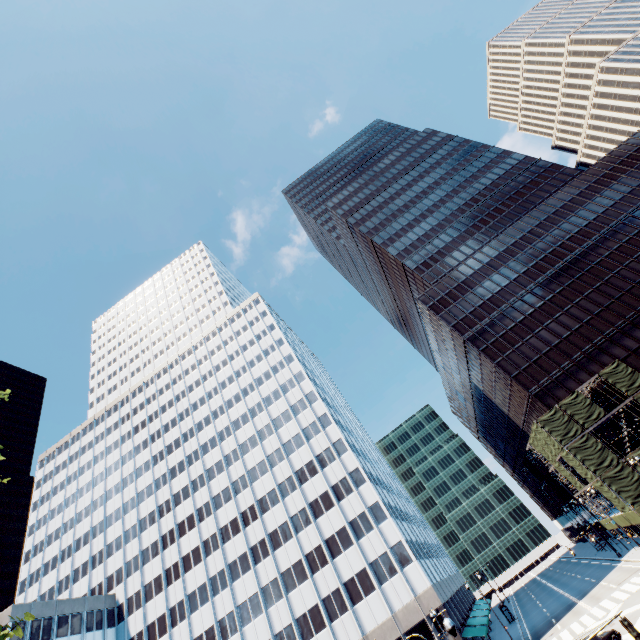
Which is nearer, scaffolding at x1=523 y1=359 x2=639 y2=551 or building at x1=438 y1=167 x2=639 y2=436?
scaffolding at x1=523 y1=359 x2=639 y2=551

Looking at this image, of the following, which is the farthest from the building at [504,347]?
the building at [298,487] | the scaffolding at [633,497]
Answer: the building at [298,487]

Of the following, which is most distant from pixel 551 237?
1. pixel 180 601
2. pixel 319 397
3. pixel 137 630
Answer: pixel 137 630

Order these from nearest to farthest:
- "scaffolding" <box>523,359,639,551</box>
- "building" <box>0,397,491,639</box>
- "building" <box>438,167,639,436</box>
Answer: "scaffolding" <box>523,359,639,551</box>
"building" <box>0,397,491,639</box>
"building" <box>438,167,639,436</box>

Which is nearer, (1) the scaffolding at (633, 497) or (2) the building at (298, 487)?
(1) the scaffolding at (633, 497)

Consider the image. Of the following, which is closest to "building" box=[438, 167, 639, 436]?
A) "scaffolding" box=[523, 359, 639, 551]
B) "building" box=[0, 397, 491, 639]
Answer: "scaffolding" box=[523, 359, 639, 551]

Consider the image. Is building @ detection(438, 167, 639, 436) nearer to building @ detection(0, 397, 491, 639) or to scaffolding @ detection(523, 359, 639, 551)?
scaffolding @ detection(523, 359, 639, 551)

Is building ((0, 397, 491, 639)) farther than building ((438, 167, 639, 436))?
No
